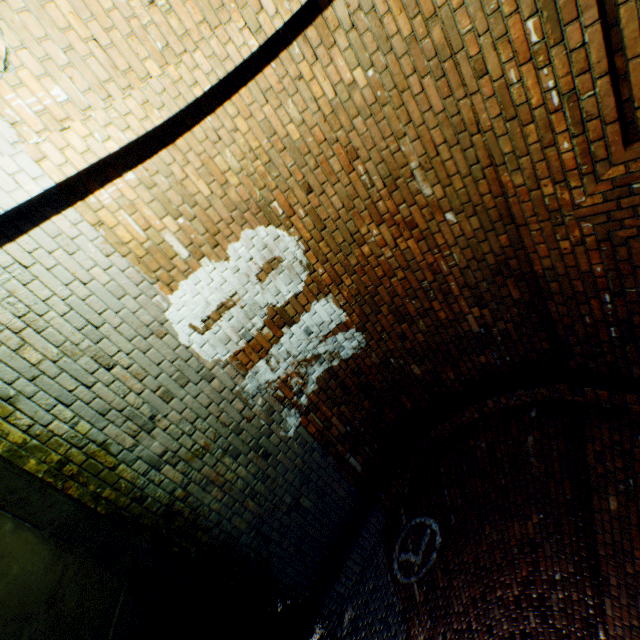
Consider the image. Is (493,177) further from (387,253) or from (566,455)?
(566,455)

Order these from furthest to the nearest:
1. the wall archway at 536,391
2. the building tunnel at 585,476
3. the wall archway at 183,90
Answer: the building tunnel at 585,476, the wall archway at 536,391, the wall archway at 183,90

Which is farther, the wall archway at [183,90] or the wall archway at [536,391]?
the wall archway at [536,391]

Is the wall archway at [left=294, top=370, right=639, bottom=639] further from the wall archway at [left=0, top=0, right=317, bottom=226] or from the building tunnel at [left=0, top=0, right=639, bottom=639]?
the wall archway at [left=0, top=0, right=317, bottom=226]

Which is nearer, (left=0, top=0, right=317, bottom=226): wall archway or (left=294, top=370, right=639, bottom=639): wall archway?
(left=0, top=0, right=317, bottom=226): wall archway

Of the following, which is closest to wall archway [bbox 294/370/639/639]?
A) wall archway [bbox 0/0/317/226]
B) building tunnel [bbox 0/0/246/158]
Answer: building tunnel [bbox 0/0/246/158]

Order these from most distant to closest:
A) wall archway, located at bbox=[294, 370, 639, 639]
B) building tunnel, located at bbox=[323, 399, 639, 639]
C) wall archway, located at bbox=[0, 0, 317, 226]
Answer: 1. building tunnel, located at bbox=[323, 399, 639, 639]
2. wall archway, located at bbox=[294, 370, 639, 639]
3. wall archway, located at bbox=[0, 0, 317, 226]
